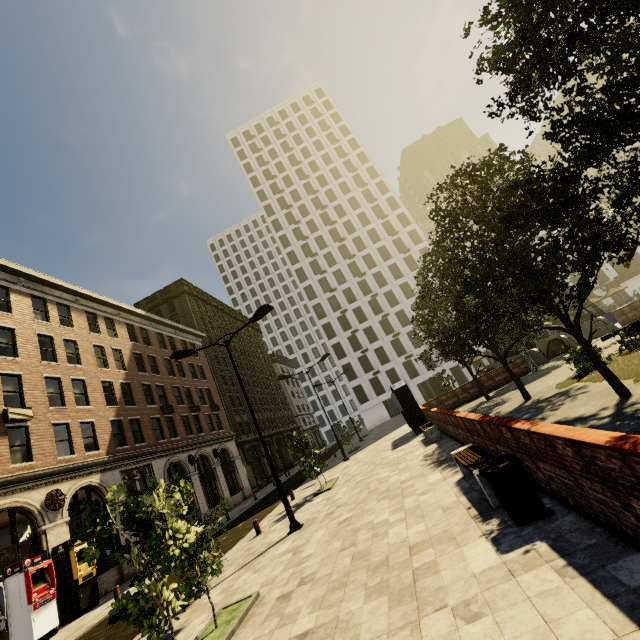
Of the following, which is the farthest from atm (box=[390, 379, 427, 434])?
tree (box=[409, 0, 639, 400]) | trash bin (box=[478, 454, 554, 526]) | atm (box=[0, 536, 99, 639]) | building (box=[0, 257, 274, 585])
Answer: atm (box=[0, 536, 99, 639])

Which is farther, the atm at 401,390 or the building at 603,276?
the building at 603,276

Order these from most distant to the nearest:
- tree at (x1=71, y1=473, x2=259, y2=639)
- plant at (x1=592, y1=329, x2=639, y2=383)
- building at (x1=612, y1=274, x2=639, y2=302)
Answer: building at (x1=612, y1=274, x2=639, y2=302)
plant at (x1=592, y1=329, x2=639, y2=383)
tree at (x1=71, y1=473, x2=259, y2=639)

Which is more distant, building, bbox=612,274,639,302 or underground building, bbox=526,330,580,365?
building, bbox=612,274,639,302

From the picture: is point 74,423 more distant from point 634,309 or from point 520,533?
point 634,309

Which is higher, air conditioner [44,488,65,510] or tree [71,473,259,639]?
air conditioner [44,488,65,510]

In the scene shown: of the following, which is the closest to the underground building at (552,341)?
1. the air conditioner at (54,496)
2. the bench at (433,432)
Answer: the bench at (433,432)

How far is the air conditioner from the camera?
16.1m
